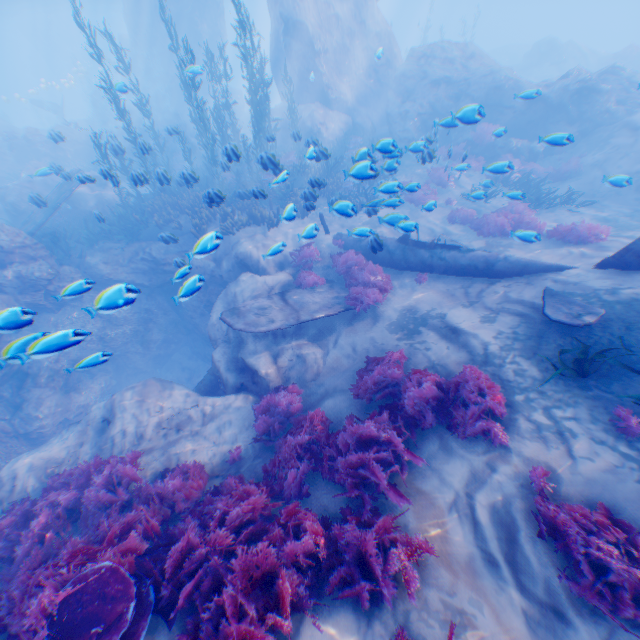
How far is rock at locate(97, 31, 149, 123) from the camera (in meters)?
11.31

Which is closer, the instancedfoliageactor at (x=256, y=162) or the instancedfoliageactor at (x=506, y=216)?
the instancedfoliageactor at (x=506, y=216)

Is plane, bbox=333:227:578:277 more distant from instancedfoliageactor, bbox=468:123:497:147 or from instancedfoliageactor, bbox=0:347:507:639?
instancedfoliageactor, bbox=468:123:497:147

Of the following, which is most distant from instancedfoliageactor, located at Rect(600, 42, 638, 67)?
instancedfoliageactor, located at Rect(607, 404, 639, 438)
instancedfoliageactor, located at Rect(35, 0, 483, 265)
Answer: instancedfoliageactor, located at Rect(607, 404, 639, 438)

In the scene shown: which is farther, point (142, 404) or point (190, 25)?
point (190, 25)

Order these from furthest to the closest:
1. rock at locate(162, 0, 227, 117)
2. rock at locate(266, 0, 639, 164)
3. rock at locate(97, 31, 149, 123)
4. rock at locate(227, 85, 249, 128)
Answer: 1. rock at locate(227, 85, 249, 128)
2. rock at locate(162, 0, 227, 117)
3. rock at locate(266, 0, 639, 164)
4. rock at locate(97, 31, 149, 123)

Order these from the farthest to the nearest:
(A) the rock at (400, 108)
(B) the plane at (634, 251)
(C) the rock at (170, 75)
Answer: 1. (C) the rock at (170, 75)
2. (A) the rock at (400, 108)
3. (B) the plane at (634, 251)
